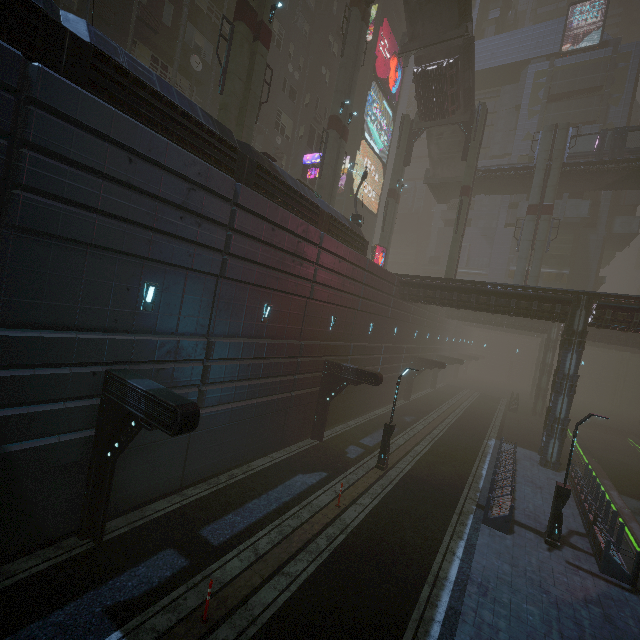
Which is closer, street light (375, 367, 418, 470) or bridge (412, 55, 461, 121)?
street light (375, 367, 418, 470)

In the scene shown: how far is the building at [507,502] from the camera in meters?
13.4 m

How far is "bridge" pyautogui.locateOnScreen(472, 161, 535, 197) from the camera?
34.8m

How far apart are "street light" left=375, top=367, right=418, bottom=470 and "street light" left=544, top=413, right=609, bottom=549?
6.66m

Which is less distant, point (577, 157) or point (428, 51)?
point (428, 51)

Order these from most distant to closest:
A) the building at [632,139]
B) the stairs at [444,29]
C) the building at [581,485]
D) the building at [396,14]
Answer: the building at [632,139], the building at [396,14], the stairs at [444,29], the building at [581,485]

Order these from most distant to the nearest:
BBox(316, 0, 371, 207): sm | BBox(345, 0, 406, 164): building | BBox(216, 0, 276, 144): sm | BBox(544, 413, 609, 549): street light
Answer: BBox(345, 0, 406, 164): building
BBox(316, 0, 371, 207): sm
BBox(216, 0, 276, 144): sm
BBox(544, 413, 609, 549): street light

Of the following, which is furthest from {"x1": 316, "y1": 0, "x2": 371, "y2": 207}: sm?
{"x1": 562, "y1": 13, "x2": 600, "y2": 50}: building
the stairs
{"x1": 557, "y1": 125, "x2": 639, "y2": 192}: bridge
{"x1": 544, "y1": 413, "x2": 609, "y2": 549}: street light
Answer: {"x1": 562, "y1": 13, "x2": 600, "y2": 50}: building
